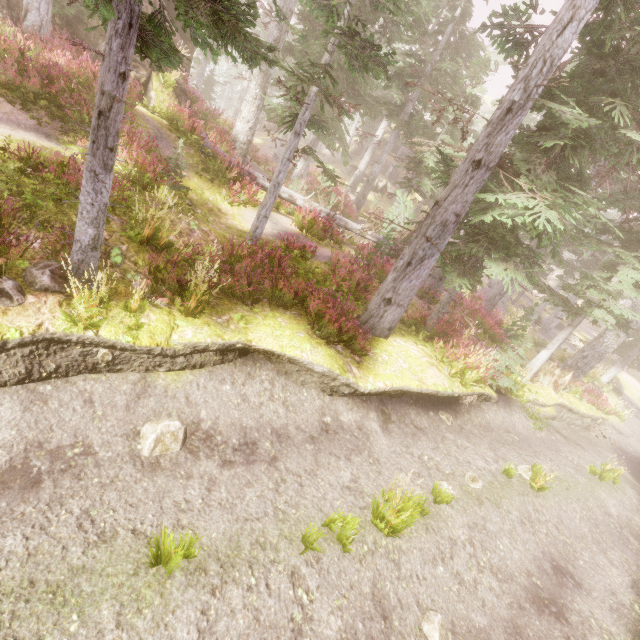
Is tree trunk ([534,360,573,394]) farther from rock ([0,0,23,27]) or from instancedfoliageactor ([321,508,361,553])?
rock ([0,0,23,27])

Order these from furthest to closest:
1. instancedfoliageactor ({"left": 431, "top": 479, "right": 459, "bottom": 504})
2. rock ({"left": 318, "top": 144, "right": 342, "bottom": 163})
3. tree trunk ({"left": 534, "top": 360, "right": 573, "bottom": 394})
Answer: rock ({"left": 318, "top": 144, "right": 342, "bottom": 163}) < tree trunk ({"left": 534, "top": 360, "right": 573, "bottom": 394}) < instancedfoliageactor ({"left": 431, "top": 479, "right": 459, "bottom": 504})

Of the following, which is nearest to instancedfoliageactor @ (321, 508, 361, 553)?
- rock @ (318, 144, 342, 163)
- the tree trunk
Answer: rock @ (318, 144, 342, 163)

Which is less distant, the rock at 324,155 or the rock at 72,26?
the rock at 72,26

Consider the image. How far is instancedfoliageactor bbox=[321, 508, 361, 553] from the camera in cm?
475

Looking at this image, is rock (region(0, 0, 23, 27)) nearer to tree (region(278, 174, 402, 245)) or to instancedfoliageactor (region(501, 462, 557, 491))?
instancedfoliageactor (region(501, 462, 557, 491))

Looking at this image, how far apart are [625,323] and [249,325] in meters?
13.4 m

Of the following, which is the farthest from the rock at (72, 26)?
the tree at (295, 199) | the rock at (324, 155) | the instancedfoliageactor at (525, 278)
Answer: the rock at (324, 155)
